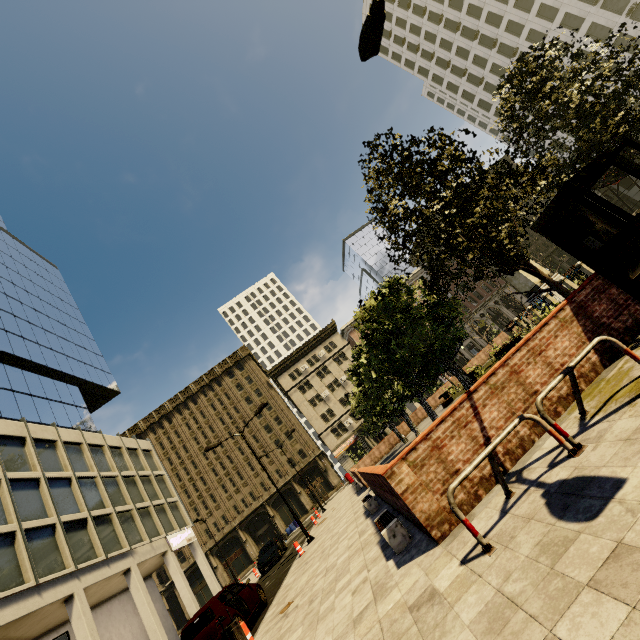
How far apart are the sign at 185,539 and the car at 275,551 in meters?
7.3

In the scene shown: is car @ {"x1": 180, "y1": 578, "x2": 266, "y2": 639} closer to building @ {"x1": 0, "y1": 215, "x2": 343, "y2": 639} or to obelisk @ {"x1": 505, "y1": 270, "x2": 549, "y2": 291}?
building @ {"x1": 0, "y1": 215, "x2": 343, "y2": 639}

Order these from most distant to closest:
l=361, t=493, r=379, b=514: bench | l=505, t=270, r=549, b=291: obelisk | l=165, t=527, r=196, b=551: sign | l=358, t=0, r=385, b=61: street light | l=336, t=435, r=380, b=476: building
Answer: l=336, t=435, r=380, b=476: building
l=165, t=527, r=196, b=551: sign
l=505, t=270, r=549, b=291: obelisk
l=361, t=493, r=379, b=514: bench
l=358, t=0, r=385, b=61: street light

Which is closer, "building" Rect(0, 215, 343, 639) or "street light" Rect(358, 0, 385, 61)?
"street light" Rect(358, 0, 385, 61)

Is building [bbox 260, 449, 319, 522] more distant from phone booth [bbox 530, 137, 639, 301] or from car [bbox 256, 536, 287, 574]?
phone booth [bbox 530, 137, 639, 301]

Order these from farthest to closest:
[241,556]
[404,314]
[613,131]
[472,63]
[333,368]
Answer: [472,63], [333,368], [241,556], [404,314], [613,131]

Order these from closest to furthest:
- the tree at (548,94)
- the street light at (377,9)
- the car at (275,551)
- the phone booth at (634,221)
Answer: the phone booth at (634,221) → the street light at (377,9) → the tree at (548,94) → the car at (275,551)

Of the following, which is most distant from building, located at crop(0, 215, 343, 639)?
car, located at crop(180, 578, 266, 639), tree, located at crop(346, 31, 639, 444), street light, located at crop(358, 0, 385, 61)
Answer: street light, located at crop(358, 0, 385, 61)
